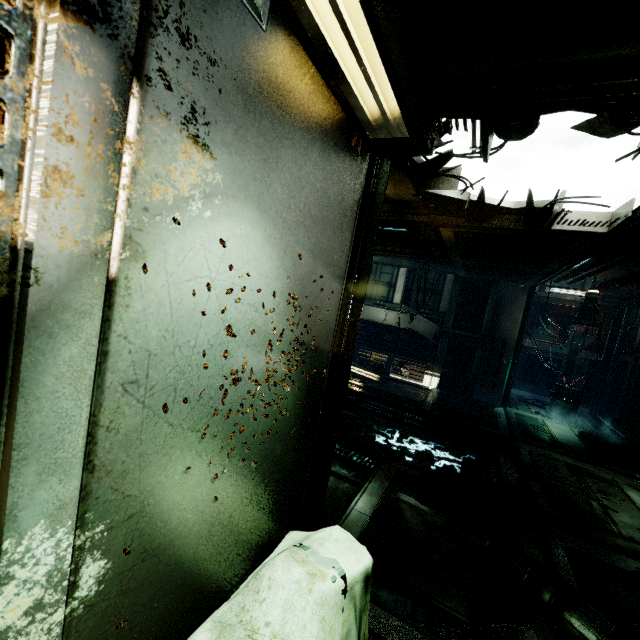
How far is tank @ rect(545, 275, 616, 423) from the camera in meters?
11.1

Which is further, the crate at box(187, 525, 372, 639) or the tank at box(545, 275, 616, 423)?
the tank at box(545, 275, 616, 423)

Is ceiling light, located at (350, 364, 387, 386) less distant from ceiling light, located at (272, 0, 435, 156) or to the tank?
the tank

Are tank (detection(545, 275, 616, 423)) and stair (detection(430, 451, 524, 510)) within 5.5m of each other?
no

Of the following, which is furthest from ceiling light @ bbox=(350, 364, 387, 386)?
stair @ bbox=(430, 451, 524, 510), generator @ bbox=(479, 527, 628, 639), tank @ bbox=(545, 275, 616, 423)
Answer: generator @ bbox=(479, 527, 628, 639)

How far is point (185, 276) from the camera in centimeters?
106cm

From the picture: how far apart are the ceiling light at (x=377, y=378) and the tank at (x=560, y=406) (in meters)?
6.59

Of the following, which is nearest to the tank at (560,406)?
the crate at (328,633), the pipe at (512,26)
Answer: the pipe at (512,26)
